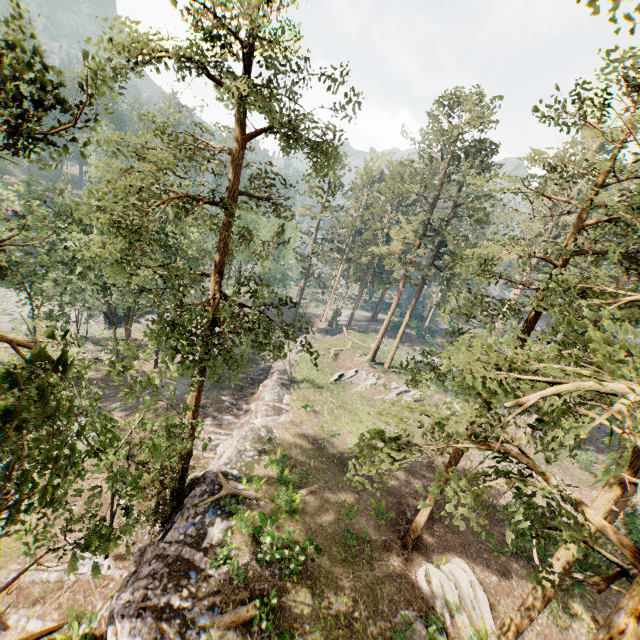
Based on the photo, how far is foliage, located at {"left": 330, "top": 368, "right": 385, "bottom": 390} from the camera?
35.8m

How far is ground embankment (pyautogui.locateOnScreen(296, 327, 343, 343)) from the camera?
46.4m

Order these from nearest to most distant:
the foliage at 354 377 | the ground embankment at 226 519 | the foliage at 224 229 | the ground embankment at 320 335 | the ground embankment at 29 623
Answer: the foliage at 224 229 < the ground embankment at 226 519 < the ground embankment at 29 623 < the foliage at 354 377 < the ground embankment at 320 335

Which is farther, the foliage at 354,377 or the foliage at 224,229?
the foliage at 354,377

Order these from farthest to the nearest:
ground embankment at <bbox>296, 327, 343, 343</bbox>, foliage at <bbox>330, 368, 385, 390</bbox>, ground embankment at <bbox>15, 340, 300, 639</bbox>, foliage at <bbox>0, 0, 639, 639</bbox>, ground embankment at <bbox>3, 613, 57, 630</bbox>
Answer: ground embankment at <bbox>296, 327, 343, 343</bbox>
foliage at <bbox>330, 368, 385, 390</bbox>
ground embankment at <bbox>3, 613, 57, 630</bbox>
ground embankment at <bbox>15, 340, 300, 639</bbox>
foliage at <bbox>0, 0, 639, 639</bbox>

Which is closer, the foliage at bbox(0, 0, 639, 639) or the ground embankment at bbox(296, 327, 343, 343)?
the foliage at bbox(0, 0, 639, 639)

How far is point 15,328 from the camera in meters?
36.6 m
